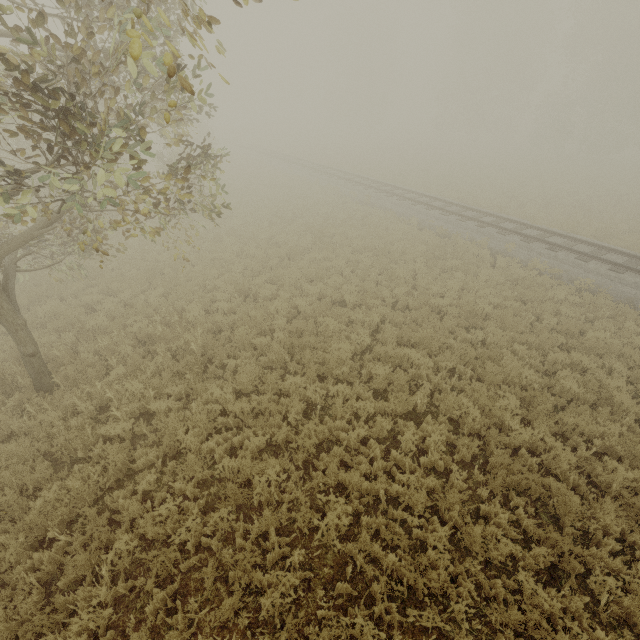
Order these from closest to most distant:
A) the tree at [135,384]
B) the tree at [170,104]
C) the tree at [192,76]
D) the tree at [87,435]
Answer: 1. the tree at [192,76]
2. the tree at [170,104]
3. the tree at [87,435]
4. the tree at [135,384]

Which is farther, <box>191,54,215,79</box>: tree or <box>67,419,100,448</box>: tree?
<box>67,419,100,448</box>: tree

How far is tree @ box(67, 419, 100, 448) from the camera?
6.51m

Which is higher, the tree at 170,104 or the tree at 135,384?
the tree at 170,104

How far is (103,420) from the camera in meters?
7.5 m

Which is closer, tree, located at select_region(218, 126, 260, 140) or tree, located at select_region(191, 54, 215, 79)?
tree, located at select_region(191, 54, 215, 79)

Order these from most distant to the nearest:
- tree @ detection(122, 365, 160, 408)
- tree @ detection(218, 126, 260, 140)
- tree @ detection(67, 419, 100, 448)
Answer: tree @ detection(218, 126, 260, 140) → tree @ detection(122, 365, 160, 408) → tree @ detection(67, 419, 100, 448)
